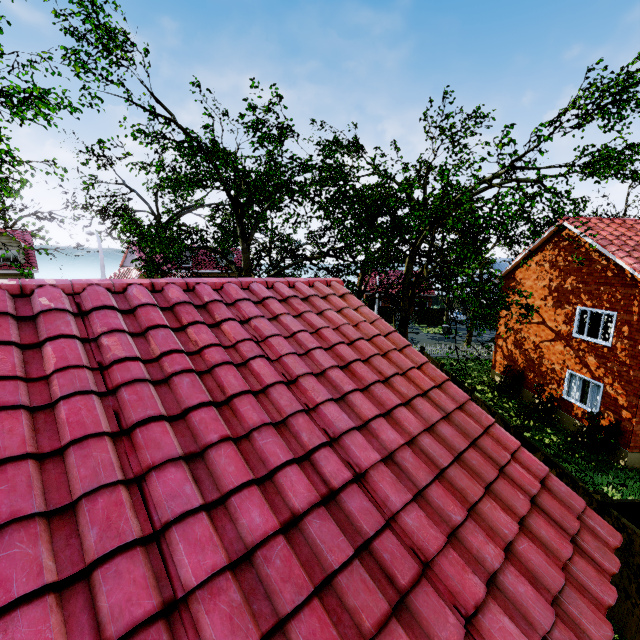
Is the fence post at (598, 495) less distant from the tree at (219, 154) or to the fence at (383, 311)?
the tree at (219, 154)

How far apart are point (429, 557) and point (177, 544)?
2.4 meters

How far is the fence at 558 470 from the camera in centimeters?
759cm

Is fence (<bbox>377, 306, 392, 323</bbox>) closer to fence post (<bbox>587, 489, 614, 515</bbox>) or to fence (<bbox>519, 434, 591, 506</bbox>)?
fence (<bbox>519, 434, 591, 506</bbox>)

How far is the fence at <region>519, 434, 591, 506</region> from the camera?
7.6m

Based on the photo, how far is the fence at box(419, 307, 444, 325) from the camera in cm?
4225

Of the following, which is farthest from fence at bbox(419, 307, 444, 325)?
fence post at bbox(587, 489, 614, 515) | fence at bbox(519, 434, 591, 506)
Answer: fence post at bbox(587, 489, 614, 515)
